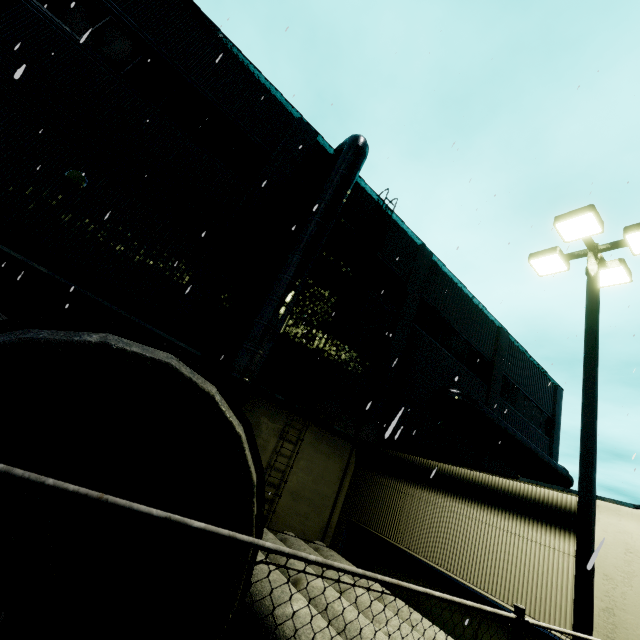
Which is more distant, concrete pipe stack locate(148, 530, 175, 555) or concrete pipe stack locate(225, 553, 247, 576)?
concrete pipe stack locate(148, 530, 175, 555)

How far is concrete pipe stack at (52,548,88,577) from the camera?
2.72m

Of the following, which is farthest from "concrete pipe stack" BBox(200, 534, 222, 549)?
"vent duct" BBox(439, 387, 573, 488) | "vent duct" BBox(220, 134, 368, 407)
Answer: "vent duct" BBox(439, 387, 573, 488)

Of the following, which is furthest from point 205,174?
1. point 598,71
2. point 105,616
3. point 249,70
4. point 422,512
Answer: point 598,71

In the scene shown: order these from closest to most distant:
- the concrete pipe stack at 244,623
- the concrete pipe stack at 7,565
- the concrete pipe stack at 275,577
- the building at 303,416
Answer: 1. the concrete pipe stack at 7,565
2. the concrete pipe stack at 244,623
3. the concrete pipe stack at 275,577
4. the building at 303,416

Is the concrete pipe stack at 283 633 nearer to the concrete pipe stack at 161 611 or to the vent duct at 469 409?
the concrete pipe stack at 161 611
